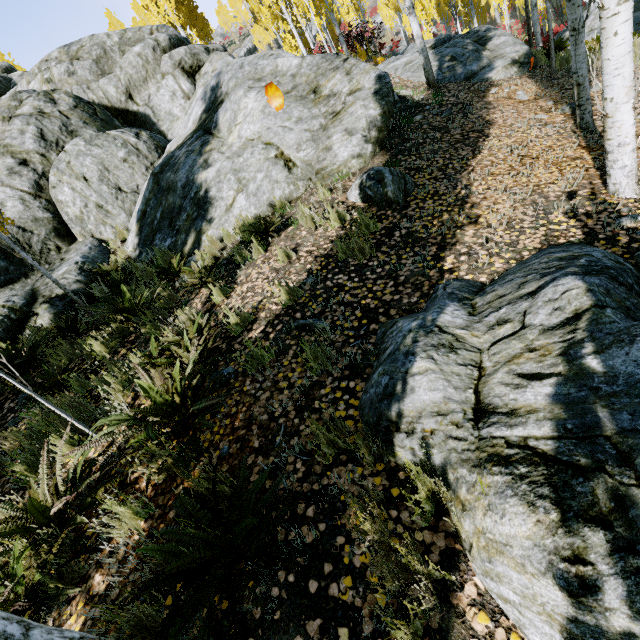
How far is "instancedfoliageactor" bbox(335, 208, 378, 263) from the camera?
4.0 meters

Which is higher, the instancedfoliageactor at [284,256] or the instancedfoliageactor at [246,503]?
the instancedfoliageactor at [284,256]

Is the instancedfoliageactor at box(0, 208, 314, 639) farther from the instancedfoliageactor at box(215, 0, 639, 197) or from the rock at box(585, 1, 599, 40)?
the instancedfoliageactor at box(215, 0, 639, 197)

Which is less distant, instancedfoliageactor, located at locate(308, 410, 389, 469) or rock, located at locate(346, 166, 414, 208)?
instancedfoliageactor, located at locate(308, 410, 389, 469)

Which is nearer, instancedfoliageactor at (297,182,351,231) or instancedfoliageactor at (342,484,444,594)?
instancedfoliageactor at (342,484,444,594)

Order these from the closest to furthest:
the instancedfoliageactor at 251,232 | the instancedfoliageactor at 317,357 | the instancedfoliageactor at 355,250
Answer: the instancedfoliageactor at 317,357 < the instancedfoliageactor at 355,250 < the instancedfoliageactor at 251,232

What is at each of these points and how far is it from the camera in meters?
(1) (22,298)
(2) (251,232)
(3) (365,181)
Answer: (1) rock, 6.9
(2) instancedfoliageactor, 5.4
(3) rock, 5.1

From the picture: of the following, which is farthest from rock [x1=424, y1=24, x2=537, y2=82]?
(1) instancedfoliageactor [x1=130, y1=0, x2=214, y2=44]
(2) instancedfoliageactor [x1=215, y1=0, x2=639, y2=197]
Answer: (2) instancedfoliageactor [x1=215, y1=0, x2=639, y2=197]
